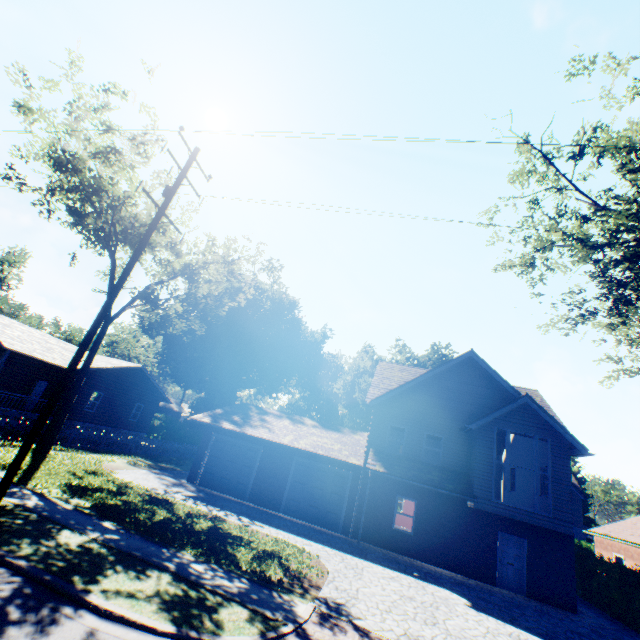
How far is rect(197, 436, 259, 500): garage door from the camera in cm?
1867

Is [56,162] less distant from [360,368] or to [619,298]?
[619,298]

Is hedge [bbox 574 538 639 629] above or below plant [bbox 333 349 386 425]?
below

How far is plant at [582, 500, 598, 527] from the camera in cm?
5456

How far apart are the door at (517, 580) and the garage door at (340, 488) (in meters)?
7.50

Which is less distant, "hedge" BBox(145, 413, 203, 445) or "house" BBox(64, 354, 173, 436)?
"house" BBox(64, 354, 173, 436)

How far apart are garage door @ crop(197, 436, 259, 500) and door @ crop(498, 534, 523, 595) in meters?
13.0

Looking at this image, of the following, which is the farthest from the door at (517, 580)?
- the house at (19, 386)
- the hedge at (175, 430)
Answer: the house at (19, 386)
